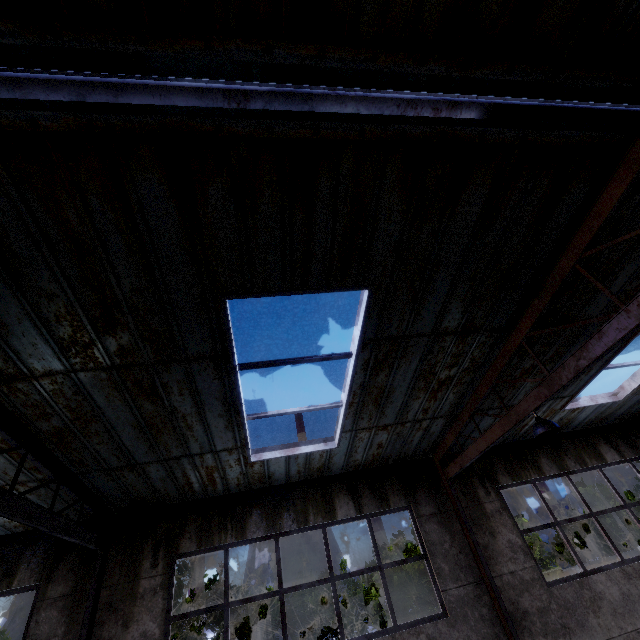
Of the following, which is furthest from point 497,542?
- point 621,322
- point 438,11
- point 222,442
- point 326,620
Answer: point 326,620

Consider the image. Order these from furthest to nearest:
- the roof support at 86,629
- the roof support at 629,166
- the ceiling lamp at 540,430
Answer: the ceiling lamp at 540,430 < the roof support at 86,629 < the roof support at 629,166

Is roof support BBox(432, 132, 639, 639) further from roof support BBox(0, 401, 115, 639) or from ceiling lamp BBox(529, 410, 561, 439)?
roof support BBox(0, 401, 115, 639)

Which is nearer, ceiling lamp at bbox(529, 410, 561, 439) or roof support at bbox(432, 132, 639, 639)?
roof support at bbox(432, 132, 639, 639)

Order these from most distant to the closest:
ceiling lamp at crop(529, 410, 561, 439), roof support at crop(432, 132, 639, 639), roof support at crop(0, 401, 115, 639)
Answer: ceiling lamp at crop(529, 410, 561, 439) < roof support at crop(0, 401, 115, 639) < roof support at crop(432, 132, 639, 639)

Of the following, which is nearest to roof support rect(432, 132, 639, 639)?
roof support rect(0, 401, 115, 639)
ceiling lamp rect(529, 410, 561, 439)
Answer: ceiling lamp rect(529, 410, 561, 439)

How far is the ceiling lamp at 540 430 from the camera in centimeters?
507cm

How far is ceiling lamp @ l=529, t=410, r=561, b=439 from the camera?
5.1m
